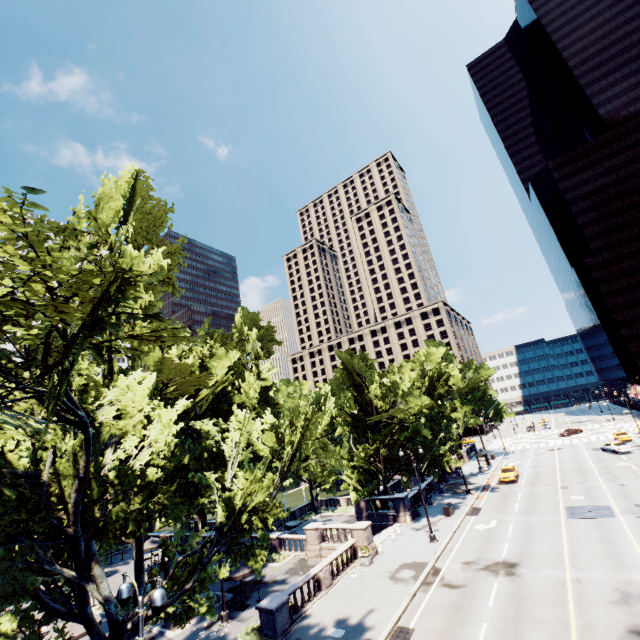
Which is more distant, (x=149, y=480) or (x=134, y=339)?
(x=149, y=480)

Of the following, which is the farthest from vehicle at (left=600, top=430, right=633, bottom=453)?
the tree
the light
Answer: the light

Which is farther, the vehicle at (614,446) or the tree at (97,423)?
the vehicle at (614,446)

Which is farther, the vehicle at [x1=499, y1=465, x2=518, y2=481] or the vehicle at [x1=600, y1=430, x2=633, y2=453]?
the vehicle at [x1=600, y1=430, x2=633, y2=453]

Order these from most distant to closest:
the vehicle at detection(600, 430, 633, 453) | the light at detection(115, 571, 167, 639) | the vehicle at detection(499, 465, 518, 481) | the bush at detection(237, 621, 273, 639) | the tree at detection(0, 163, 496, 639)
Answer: the vehicle at detection(600, 430, 633, 453), the vehicle at detection(499, 465, 518, 481), the bush at detection(237, 621, 273, 639), the light at detection(115, 571, 167, 639), the tree at detection(0, 163, 496, 639)

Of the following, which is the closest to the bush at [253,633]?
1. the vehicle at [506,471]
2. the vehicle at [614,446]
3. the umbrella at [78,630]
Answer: the umbrella at [78,630]

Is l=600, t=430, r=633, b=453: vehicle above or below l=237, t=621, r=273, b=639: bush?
above

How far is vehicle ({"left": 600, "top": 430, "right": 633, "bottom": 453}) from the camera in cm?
4381
